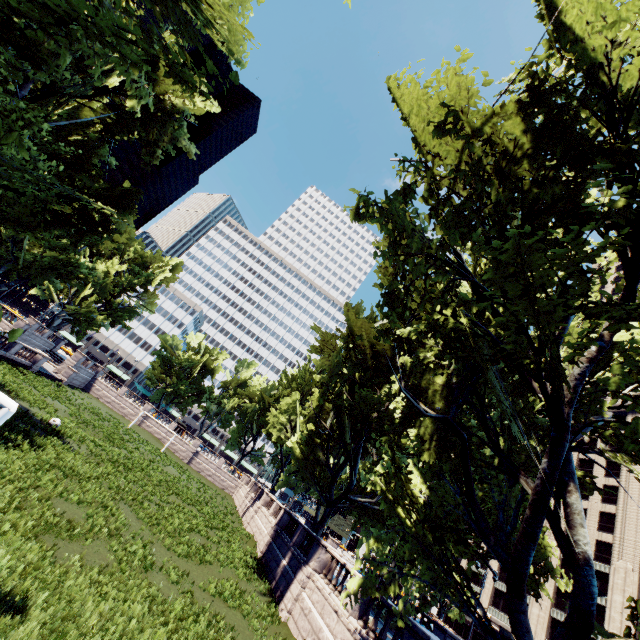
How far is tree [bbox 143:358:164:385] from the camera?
58.0m

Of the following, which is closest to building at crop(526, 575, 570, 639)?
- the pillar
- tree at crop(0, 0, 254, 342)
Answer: tree at crop(0, 0, 254, 342)

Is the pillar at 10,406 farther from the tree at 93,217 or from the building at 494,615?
the building at 494,615

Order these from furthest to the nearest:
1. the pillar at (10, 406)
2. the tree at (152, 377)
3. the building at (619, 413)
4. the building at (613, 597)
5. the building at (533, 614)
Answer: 1. the tree at (152, 377)
2. the building at (619, 413)
3. the building at (533, 614)
4. the building at (613, 597)
5. the pillar at (10, 406)

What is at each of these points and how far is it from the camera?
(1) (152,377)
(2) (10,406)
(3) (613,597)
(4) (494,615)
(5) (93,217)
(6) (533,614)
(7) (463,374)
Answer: (1) tree, 58.4m
(2) pillar, 7.9m
(3) building, 40.4m
(4) building, 51.0m
(5) tree, 22.4m
(6) building, 46.3m
(7) tree, 12.1m

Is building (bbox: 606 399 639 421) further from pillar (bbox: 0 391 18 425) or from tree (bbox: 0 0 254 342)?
pillar (bbox: 0 391 18 425)
